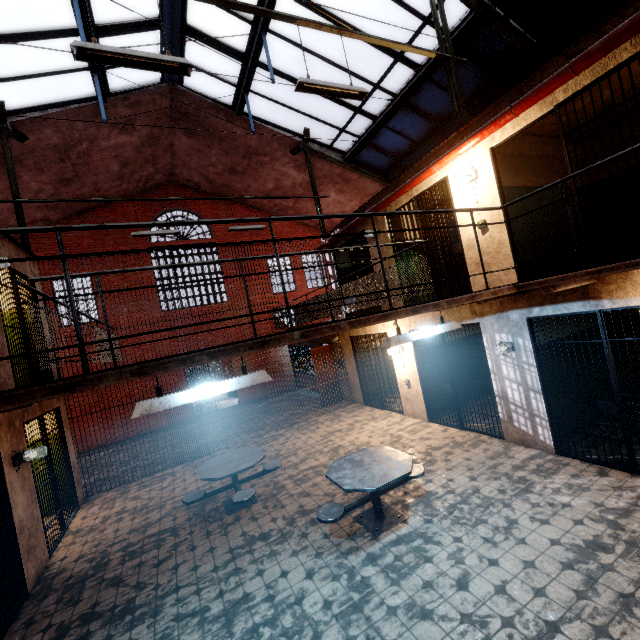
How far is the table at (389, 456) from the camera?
4.3m

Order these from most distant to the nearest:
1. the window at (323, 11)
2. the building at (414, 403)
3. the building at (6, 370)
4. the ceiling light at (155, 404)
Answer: the building at (414, 403)
the window at (323, 11)
the building at (6, 370)
the ceiling light at (155, 404)

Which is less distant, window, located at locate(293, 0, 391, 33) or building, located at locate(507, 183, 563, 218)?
building, located at locate(507, 183, 563, 218)

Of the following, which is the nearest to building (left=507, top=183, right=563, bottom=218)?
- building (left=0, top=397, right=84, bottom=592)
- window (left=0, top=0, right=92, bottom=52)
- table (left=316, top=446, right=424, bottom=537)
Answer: window (left=0, top=0, right=92, bottom=52)

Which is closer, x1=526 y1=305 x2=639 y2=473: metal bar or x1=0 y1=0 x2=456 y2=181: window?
x1=526 y1=305 x2=639 y2=473: metal bar

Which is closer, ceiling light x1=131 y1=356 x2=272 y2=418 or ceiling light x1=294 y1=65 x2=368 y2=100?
ceiling light x1=131 y1=356 x2=272 y2=418

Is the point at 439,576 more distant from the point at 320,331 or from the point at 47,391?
the point at 47,391

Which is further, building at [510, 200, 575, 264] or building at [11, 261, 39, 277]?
building at [11, 261, 39, 277]
